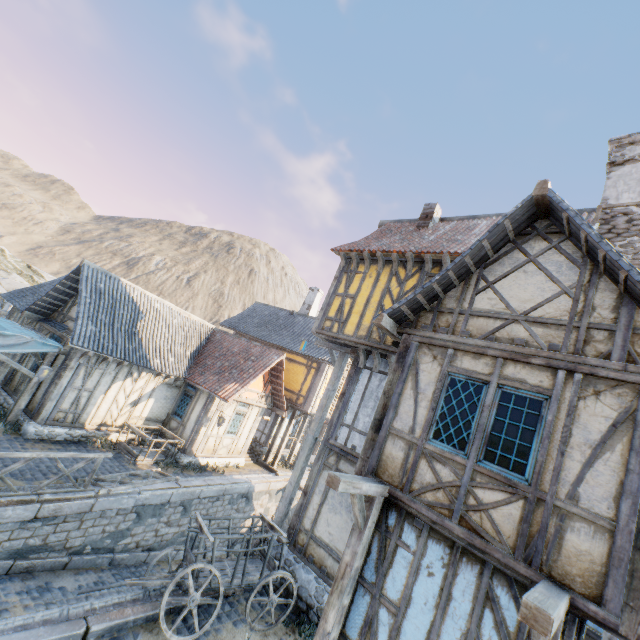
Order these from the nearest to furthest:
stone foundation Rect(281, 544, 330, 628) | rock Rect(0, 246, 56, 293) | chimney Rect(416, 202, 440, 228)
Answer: stone foundation Rect(281, 544, 330, 628), chimney Rect(416, 202, 440, 228), rock Rect(0, 246, 56, 293)

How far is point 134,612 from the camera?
6.0 meters

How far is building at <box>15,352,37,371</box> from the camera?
12.83m

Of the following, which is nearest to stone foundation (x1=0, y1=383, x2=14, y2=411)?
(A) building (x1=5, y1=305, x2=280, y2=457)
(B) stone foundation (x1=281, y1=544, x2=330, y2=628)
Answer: (A) building (x1=5, y1=305, x2=280, y2=457)

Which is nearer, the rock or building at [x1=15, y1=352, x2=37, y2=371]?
building at [x1=15, y1=352, x2=37, y2=371]

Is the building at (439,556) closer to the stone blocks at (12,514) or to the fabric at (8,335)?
the stone blocks at (12,514)

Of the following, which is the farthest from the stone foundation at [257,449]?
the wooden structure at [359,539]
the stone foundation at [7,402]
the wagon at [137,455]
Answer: the wooden structure at [359,539]

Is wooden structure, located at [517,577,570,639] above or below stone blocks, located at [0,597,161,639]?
above
